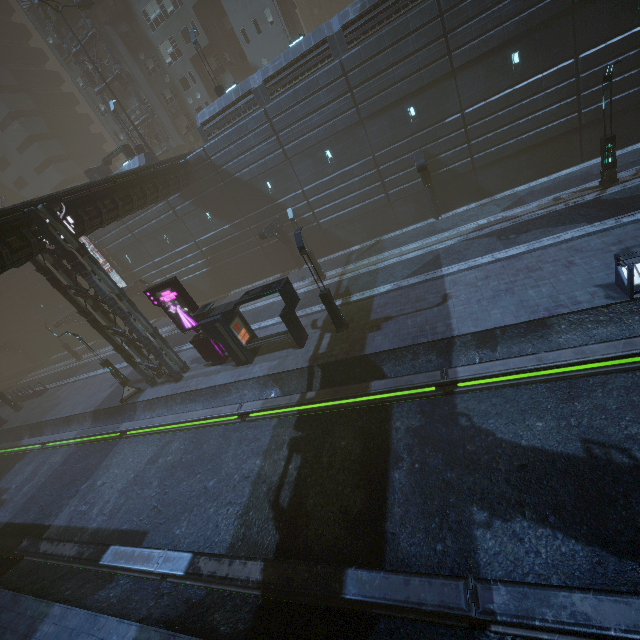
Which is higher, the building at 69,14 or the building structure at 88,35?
the building at 69,14

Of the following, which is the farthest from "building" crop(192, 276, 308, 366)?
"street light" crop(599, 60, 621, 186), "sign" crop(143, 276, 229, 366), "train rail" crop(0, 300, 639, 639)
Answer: "street light" crop(599, 60, 621, 186)

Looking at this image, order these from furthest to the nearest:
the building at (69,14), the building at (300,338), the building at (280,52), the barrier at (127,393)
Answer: the building at (69,14) < the barrier at (127,393) < the building at (280,52) < the building at (300,338)

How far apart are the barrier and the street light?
30.6 meters

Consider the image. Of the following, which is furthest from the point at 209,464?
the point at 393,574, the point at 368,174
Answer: the point at 368,174

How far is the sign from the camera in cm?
1786
